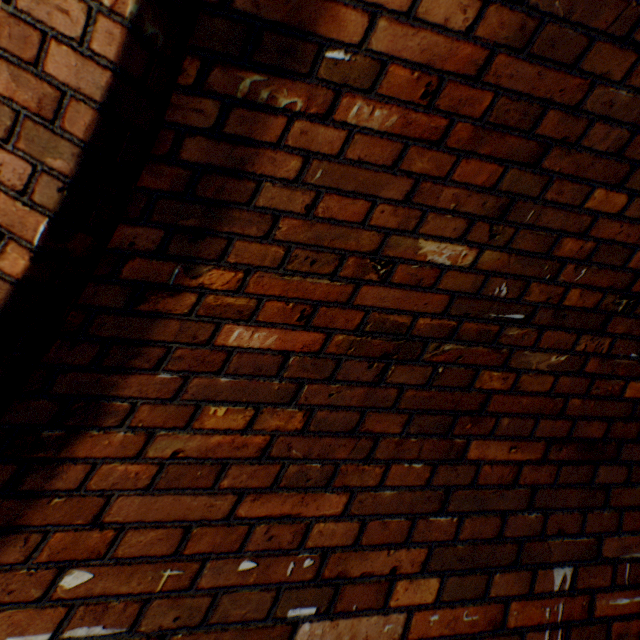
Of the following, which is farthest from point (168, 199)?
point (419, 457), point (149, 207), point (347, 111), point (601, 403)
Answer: point (601, 403)
